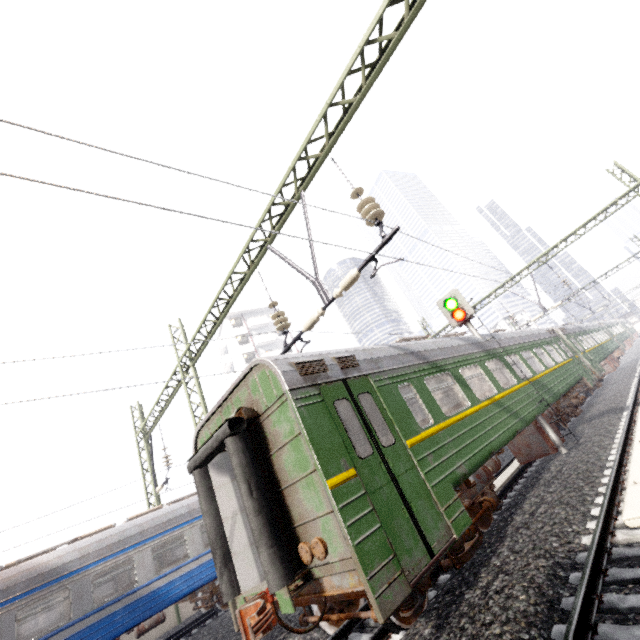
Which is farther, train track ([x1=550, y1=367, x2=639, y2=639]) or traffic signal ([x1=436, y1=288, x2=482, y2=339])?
traffic signal ([x1=436, y1=288, x2=482, y2=339])

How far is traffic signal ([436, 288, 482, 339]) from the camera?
11.16m

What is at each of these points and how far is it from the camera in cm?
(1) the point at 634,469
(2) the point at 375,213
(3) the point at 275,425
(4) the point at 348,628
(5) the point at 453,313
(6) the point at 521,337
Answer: (1) electrical rail conduit, 592
(2) power line, 610
(3) train, 518
(4) train track, 564
(5) traffic signal, 1151
(6) train, 1373

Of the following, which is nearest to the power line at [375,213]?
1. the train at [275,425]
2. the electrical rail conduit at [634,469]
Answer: the train at [275,425]

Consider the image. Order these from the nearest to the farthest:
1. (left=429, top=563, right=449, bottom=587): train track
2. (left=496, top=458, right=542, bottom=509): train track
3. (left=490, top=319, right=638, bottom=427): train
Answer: (left=429, top=563, right=449, bottom=587): train track → (left=496, top=458, right=542, bottom=509): train track → (left=490, top=319, right=638, bottom=427): train

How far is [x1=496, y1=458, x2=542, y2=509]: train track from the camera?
8.55m

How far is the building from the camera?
44.53m

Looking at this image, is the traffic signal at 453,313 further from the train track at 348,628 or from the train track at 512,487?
the train track at 348,628
